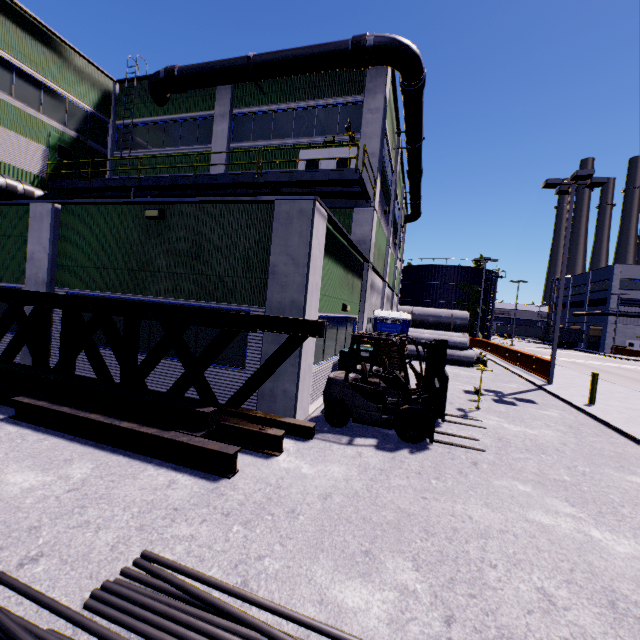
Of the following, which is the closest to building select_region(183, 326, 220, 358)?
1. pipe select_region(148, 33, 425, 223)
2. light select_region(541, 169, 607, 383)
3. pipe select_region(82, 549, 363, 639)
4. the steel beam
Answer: pipe select_region(148, 33, 425, 223)

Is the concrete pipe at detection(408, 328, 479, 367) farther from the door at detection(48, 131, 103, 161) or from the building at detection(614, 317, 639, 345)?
the door at detection(48, 131, 103, 161)

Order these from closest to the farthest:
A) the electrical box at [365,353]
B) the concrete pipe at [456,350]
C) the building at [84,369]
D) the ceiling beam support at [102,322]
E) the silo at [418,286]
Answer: the ceiling beam support at [102,322]
the building at [84,369]
the electrical box at [365,353]
the concrete pipe at [456,350]
the silo at [418,286]

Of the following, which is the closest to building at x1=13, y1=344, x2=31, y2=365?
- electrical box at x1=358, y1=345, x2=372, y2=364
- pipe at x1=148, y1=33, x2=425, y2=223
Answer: pipe at x1=148, y1=33, x2=425, y2=223

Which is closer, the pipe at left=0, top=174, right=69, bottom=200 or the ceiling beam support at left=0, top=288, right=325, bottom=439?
the ceiling beam support at left=0, top=288, right=325, bottom=439

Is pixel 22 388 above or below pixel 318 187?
below

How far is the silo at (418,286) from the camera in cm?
5312

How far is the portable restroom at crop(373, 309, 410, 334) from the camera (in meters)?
15.16
